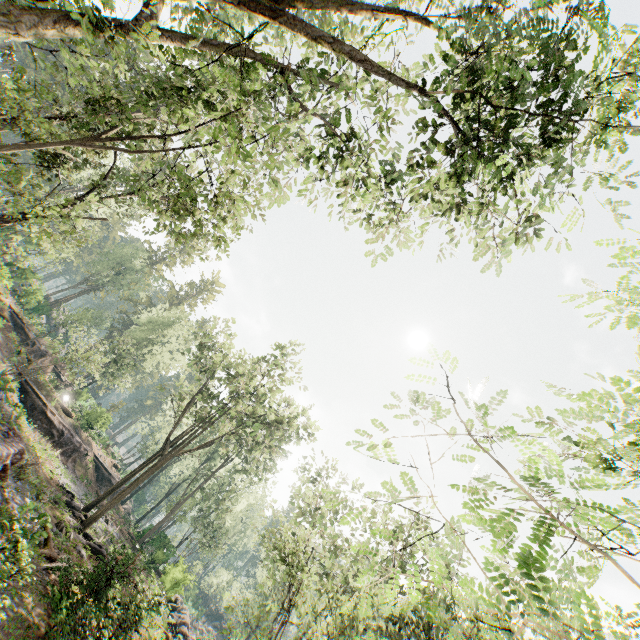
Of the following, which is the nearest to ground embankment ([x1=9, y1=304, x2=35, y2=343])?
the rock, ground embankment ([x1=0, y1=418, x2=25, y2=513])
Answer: the rock

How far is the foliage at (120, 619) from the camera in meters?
10.8 m

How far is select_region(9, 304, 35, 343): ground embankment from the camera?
34.2 meters

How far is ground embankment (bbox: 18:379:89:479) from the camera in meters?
27.6

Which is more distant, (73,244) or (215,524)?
(215,524)

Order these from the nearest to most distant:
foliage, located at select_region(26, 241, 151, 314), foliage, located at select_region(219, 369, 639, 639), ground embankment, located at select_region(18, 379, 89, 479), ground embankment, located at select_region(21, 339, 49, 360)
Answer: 1. foliage, located at select_region(219, 369, 639, 639)
2. ground embankment, located at select_region(18, 379, 89, 479)
3. ground embankment, located at select_region(21, 339, 49, 360)
4. foliage, located at select_region(26, 241, 151, 314)

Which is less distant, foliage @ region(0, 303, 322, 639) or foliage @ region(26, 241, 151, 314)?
foliage @ region(0, 303, 322, 639)

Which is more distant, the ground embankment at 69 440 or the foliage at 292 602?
the ground embankment at 69 440
